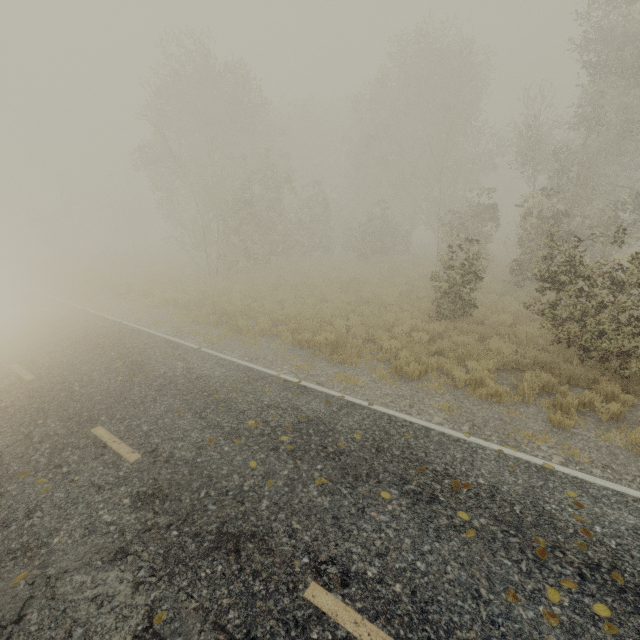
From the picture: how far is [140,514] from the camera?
4.3m
